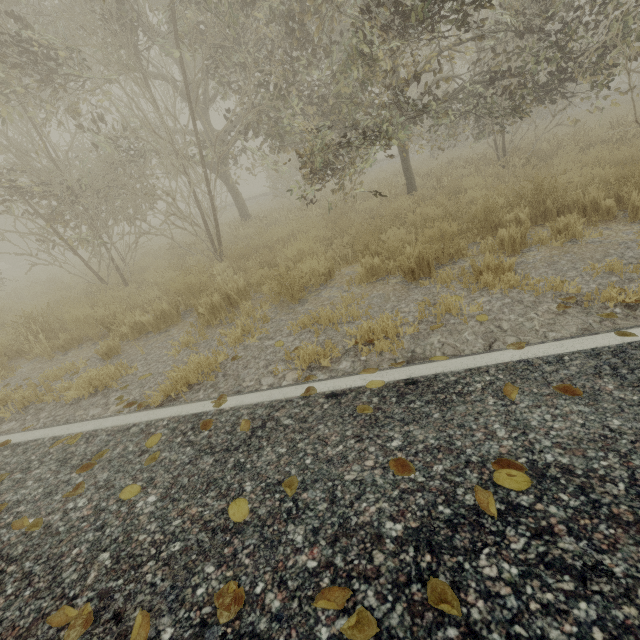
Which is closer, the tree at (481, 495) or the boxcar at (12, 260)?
the tree at (481, 495)

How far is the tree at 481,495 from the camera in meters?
1.4

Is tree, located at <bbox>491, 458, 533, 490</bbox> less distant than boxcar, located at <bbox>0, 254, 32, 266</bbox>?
Yes

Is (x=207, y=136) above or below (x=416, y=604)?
above

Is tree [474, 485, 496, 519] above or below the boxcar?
below

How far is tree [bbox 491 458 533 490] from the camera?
1.46m
